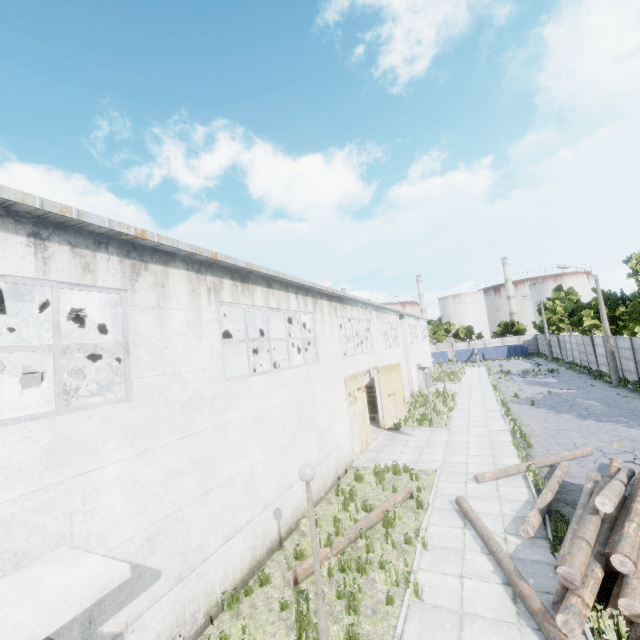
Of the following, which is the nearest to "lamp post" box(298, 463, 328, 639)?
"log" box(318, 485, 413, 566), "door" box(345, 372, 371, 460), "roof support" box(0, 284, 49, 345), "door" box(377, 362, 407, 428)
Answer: "log" box(318, 485, 413, 566)

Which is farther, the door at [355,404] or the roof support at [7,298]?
the door at [355,404]

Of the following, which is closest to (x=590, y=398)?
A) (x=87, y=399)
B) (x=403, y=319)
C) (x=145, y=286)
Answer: (x=403, y=319)

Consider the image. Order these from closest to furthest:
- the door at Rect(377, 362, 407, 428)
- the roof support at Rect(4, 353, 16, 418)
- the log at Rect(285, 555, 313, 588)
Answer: the log at Rect(285, 555, 313, 588) → the roof support at Rect(4, 353, 16, 418) → the door at Rect(377, 362, 407, 428)

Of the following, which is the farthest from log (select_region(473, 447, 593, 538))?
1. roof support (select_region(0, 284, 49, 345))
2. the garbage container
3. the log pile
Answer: the garbage container

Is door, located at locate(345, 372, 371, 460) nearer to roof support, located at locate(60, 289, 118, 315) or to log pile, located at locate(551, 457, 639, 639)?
log pile, located at locate(551, 457, 639, 639)

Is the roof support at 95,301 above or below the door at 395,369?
above

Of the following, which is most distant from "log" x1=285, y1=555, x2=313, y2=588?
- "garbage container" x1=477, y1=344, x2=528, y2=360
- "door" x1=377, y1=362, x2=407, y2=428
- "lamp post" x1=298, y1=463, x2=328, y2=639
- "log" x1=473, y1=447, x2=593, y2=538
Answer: "garbage container" x1=477, y1=344, x2=528, y2=360
